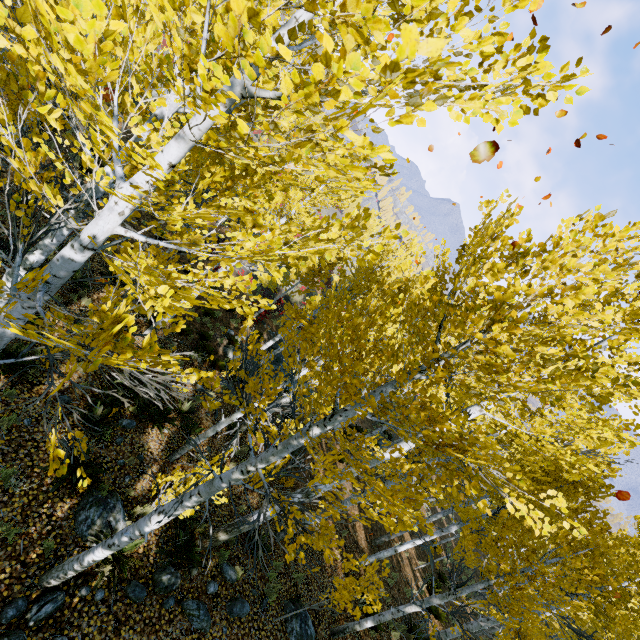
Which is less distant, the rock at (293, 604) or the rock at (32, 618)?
the rock at (32, 618)

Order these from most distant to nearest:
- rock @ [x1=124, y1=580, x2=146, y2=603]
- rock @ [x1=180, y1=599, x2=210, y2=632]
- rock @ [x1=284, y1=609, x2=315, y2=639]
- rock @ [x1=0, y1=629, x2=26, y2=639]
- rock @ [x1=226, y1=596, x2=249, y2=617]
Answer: rock @ [x1=284, y1=609, x2=315, y2=639] → rock @ [x1=226, y1=596, x2=249, y2=617] → rock @ [x1=180, y1=599, x2=210, y2=632] → rock @ [x1=124, y1=580, x2=146, y2=603] → rock @ [x1=0, y1=629, x2=26, y2=639]

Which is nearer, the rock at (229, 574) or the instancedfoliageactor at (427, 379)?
the instancedfoliageactor at (427, 379)

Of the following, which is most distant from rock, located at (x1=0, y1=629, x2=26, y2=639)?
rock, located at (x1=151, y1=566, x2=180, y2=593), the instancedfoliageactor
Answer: the instancedfoliageactor

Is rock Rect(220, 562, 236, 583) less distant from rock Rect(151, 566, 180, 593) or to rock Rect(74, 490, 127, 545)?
rock Rect(151, 566, 180, 593)

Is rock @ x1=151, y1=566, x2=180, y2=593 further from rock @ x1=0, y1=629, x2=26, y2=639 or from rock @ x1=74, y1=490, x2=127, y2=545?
rock @ x1=74, y1=490, x2=127, y2=545

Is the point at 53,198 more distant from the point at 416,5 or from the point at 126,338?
the point at 416,5
